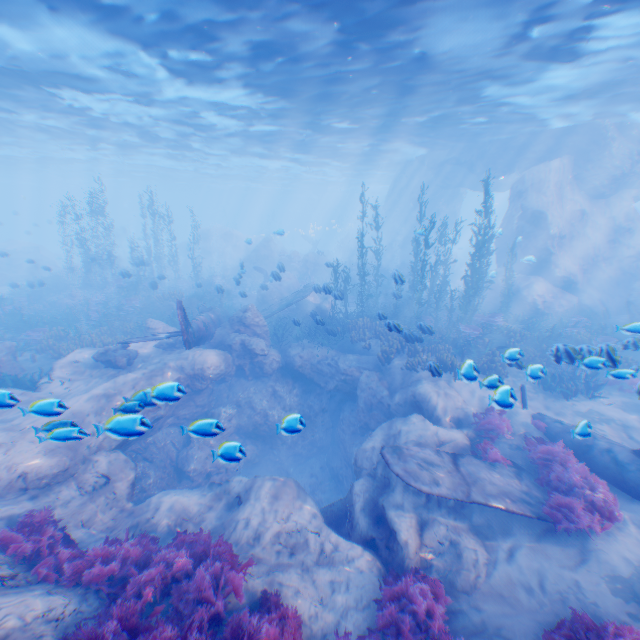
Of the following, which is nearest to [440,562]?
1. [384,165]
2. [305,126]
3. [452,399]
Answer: [452,399]

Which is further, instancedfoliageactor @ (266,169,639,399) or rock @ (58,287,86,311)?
rock @ (58,287,86,311)

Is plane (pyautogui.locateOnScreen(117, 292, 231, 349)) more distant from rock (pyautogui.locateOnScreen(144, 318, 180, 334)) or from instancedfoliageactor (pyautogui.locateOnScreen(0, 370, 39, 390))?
instancedfoliageactor (pyautogui.locateOnScreen(0, 370, 39, 390))

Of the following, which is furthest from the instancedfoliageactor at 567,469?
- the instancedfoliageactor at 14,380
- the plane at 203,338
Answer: the instancedfoliageactor at 14,380

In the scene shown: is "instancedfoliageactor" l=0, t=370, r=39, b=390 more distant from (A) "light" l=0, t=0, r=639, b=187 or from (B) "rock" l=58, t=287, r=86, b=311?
(A) "light" l=0, t=0, r=639, b=187

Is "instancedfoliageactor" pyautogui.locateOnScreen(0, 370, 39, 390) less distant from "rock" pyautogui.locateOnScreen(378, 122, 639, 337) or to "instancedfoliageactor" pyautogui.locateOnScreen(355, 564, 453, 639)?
"rock" pyautogui.locateOnScreen(378, 122, 639, 337)

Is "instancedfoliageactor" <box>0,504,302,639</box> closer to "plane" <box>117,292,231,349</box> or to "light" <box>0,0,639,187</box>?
"plane" <box>117,292,231,349</box>

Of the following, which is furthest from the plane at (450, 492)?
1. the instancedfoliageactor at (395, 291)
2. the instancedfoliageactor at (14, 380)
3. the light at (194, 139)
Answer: the light at (194, 139)
